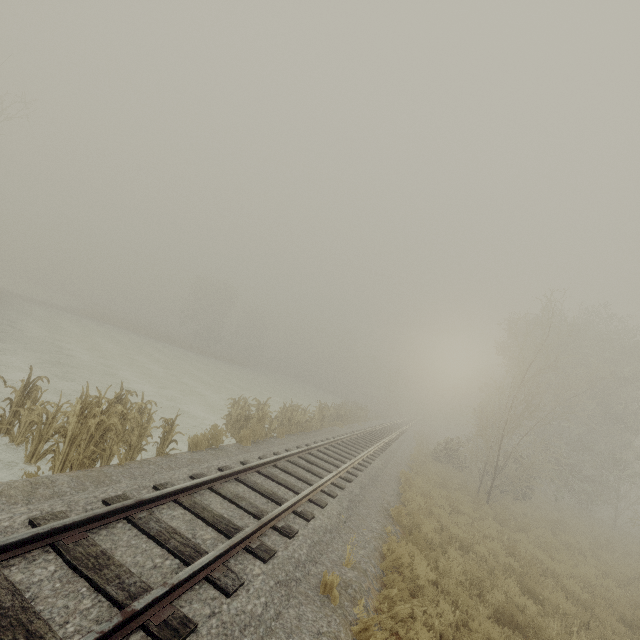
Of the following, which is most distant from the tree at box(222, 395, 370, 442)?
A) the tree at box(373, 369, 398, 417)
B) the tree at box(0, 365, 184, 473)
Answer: the tree at box(373, 369, 398, 417)

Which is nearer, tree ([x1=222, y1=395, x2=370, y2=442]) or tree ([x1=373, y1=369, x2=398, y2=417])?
tree ([x1=222, y1=395, x2=370, y2=442])

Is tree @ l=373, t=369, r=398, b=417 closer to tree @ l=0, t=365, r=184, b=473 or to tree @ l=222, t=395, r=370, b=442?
tree @ l=222, t=395, r=370, b=442

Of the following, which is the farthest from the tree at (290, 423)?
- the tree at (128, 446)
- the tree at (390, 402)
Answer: the tree at (390, 402)

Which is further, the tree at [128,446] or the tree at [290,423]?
the tree at [290,423]

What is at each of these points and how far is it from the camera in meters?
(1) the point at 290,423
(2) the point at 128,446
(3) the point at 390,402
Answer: (1) tree, 15.6 m
(2) tree, 8.3 m
(3) tree, 53.8 m
